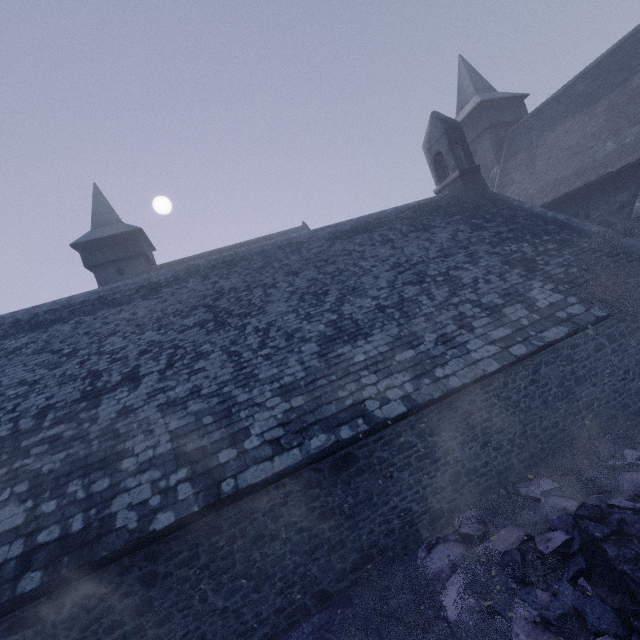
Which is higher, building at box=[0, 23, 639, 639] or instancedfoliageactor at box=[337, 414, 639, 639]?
building at box=[0, 23, 639, 639]

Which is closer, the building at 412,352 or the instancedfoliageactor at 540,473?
the instancedfoliageactor at 540,473

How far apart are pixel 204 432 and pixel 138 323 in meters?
5.1

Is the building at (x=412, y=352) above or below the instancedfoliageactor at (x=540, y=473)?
above

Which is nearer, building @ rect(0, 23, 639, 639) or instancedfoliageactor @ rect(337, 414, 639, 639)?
instancedfoliageactor @ rect(337, 414, 639, 639)
